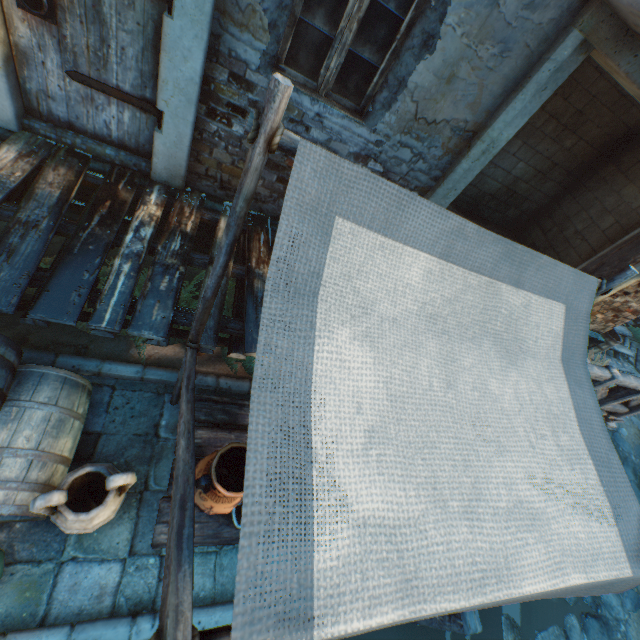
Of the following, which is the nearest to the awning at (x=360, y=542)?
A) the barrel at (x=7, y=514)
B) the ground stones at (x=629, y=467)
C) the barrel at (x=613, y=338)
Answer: the barrel at (x=7, y=514)

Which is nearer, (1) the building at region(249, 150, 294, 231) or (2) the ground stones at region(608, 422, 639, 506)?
(1) the building at region(249, 150, 294, 231)

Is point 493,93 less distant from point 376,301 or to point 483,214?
point 376,301

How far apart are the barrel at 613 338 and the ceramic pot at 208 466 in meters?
9.0

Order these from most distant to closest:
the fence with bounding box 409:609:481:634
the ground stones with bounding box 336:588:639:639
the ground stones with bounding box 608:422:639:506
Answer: the ground stones with bounding box 608:422:639:506 → the ground stones with bounding box 336:588:639:639 → the fence with bounding box 409:609:481:634

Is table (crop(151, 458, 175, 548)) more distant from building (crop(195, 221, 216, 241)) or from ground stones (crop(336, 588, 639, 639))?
building (crop(195, 221, 216, 241))

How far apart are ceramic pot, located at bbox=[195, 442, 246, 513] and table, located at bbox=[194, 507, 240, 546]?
0.0 meters

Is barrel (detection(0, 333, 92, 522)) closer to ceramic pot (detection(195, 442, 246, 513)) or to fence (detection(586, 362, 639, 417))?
ceramic pot (detection(195, 442, 246, 513))
